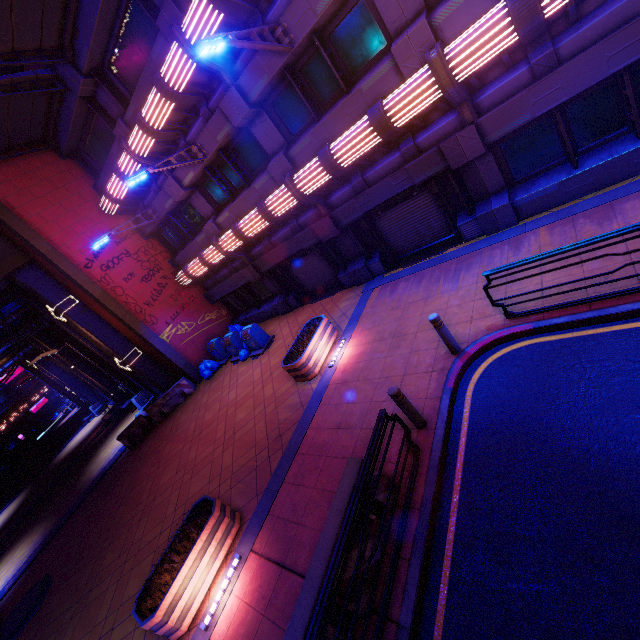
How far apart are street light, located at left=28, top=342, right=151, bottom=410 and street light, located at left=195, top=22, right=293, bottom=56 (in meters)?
17.54

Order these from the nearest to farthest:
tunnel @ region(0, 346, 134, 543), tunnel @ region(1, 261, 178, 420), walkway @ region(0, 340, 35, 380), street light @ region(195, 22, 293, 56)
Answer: street light @ region(195, 22, 293, 56) < tunnel @ region(1, 261, 178, 420) < tunnel @ region(0, 346, 134, 543) < walkway @ region(0, 340, 35, 380)

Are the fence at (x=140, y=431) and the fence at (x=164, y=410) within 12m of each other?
yes

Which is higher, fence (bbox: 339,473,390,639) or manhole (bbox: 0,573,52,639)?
fence (bbox: 339,473,390,639)

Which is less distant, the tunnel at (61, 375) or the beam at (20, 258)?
the beam at (20, 258)

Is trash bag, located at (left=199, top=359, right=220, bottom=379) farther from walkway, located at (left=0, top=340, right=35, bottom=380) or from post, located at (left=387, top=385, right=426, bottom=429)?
walkway, located at (left=0, top=340, right=35, bottom=380)

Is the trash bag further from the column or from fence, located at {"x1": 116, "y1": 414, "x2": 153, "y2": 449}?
fence, located at {"x1": 116, "y1": 414, "x2": 153, "y2": 449}

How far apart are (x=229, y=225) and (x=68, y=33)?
7.5 meters
